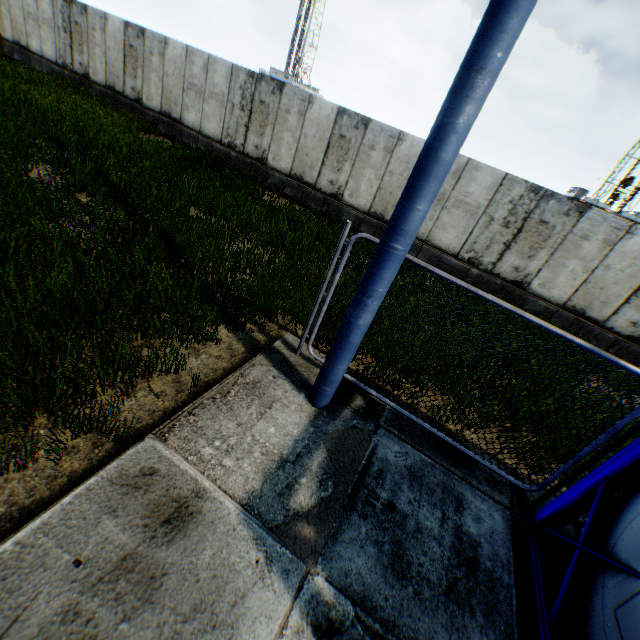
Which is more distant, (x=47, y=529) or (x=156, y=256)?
(x=156, y=256)
